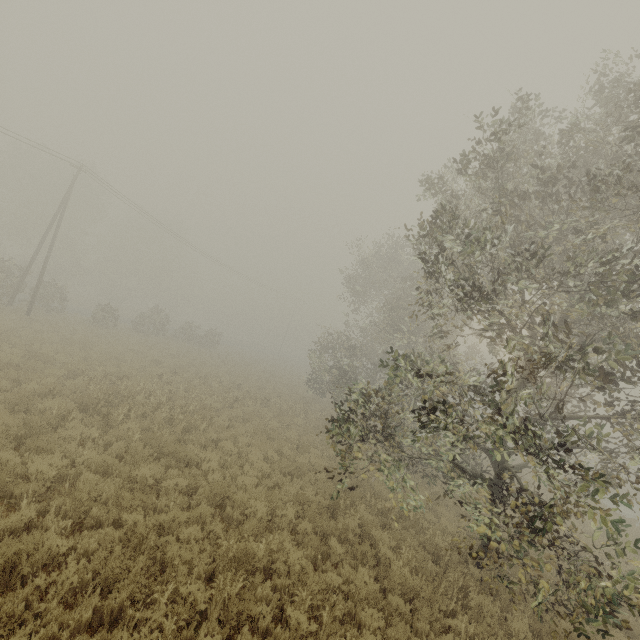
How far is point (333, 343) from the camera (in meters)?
25.59
